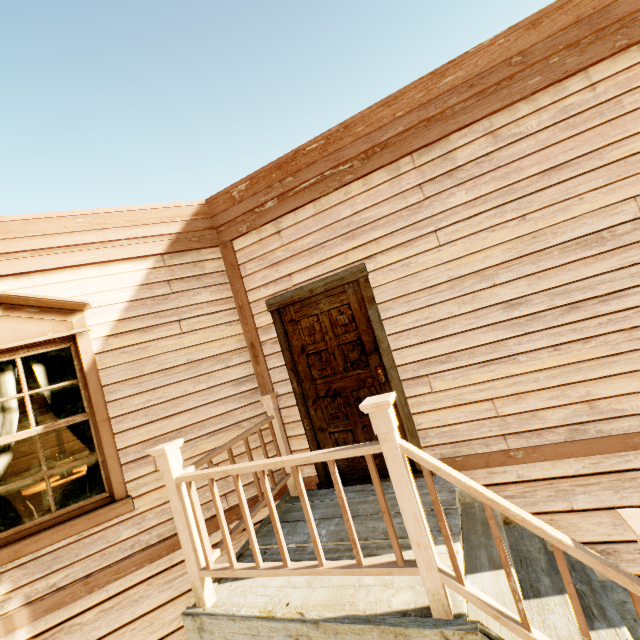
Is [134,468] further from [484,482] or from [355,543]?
[484,482]

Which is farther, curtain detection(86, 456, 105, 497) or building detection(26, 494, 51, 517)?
building detection(26, 494, 51, 517)

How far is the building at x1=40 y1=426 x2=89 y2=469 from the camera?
5.3m

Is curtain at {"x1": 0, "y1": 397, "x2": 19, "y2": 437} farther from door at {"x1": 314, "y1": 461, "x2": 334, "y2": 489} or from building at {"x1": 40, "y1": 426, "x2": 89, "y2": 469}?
door at {"x1": 314, "y1": 461, "x2": 334, "y2": 489}

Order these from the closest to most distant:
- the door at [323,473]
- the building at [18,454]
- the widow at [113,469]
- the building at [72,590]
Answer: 1. the building at [72,590]
2. the widow at [113,469]
3. the door at [323,473]
4. the building at [18,454]

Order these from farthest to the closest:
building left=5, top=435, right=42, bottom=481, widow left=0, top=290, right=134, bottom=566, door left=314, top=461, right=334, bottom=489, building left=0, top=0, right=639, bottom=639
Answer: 1. building left=5, top=435, right=42, bottom=481
2. door left=314, top=461, right=334, bottom=489
3. widow left=0, top=290, right=134, bottom=566
4. building left=0, top=0, right=639, bottom=639

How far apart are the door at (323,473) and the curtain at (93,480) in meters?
2.0 m

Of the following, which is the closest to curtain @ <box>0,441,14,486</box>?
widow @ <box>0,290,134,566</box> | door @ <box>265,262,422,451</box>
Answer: widow @ <box>0,290,134,566</box>
